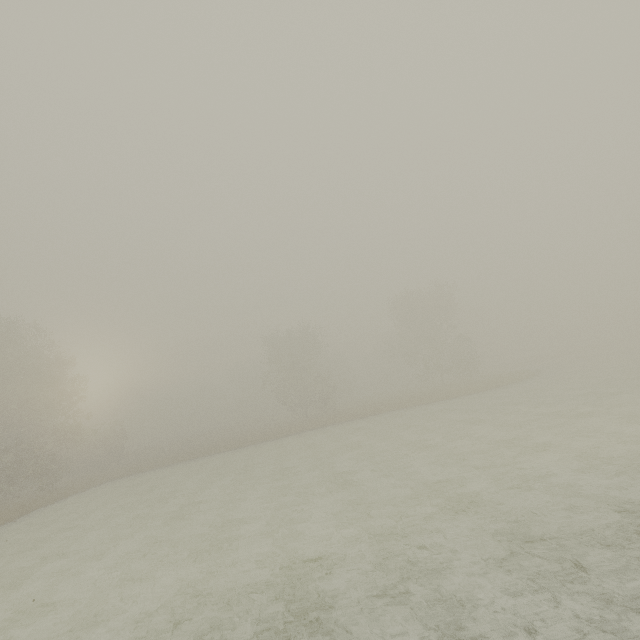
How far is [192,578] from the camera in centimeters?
877cm
